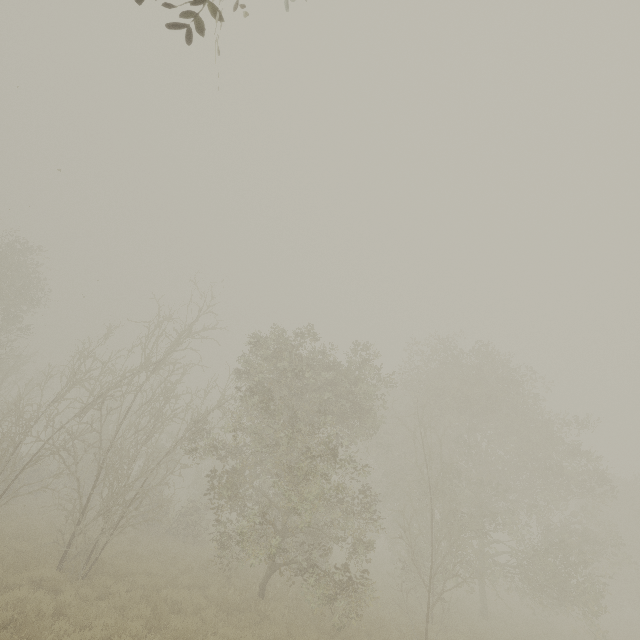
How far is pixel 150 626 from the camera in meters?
9.5
